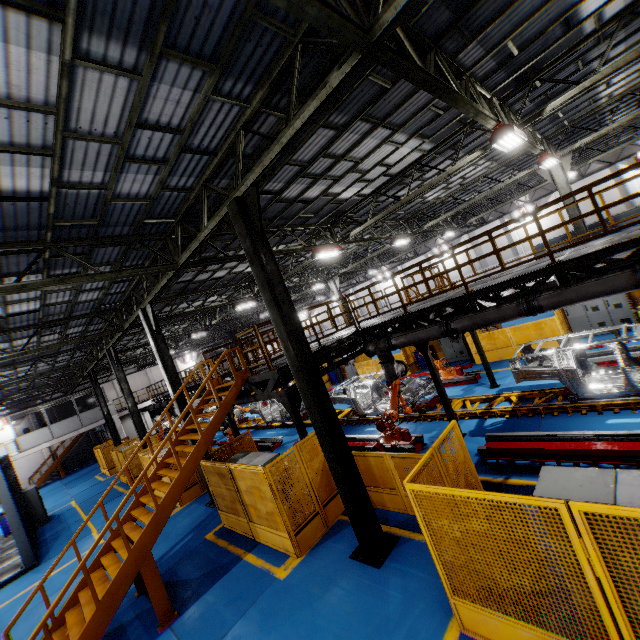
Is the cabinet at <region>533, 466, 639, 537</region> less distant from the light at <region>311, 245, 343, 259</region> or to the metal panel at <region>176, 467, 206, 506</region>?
the metal panel at <region>176, 467, 206, 506</region>

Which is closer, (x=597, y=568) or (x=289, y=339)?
(x=597, y=568)

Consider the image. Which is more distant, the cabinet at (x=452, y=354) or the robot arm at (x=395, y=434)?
the cabinet at (x=452, y=354)

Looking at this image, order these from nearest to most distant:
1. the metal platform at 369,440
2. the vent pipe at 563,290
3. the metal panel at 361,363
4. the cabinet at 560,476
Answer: the cabinet at 560,476 < the vent pipe at 563,290 < the metal platform at 369,440 < the metal panel at 361,363

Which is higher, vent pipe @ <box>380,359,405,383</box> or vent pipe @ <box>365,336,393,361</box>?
vent pipe @ <box>365,336,393,361</box>

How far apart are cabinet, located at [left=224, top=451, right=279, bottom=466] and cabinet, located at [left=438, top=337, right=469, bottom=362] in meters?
13.4

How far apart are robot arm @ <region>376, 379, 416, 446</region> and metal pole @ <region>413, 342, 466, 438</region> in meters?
1.0

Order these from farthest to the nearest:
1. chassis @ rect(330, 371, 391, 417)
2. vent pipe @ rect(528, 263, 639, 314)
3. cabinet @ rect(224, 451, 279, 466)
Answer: chassis @ rect(330, 371, 391, 417)
cabinet @ rect(224, 451, 279, 466)
vent pipe @ rect(528, 263, 639, 314)
